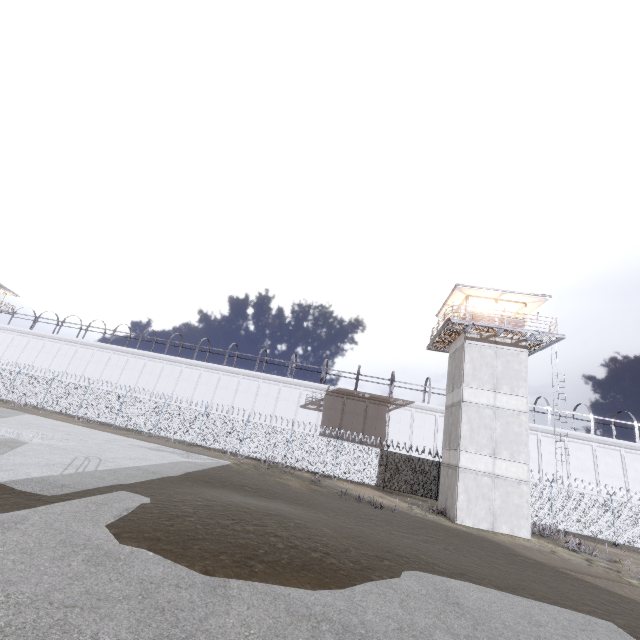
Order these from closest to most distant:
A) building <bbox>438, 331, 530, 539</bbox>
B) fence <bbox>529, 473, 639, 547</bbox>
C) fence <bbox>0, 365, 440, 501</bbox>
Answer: building <bbox>438, 331, 530, 539</bbox>, fence <bbox>529, 473, 639, 547</bbox>, fence <bbox>0, 365, 440, 501</bbox>

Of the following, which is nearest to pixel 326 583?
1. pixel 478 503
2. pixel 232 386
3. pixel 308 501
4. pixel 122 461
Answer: pixel 308 501

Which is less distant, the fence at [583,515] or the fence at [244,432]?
the fence at [583,515]

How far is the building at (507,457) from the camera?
18.5 meters

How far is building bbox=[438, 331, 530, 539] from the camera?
18.55m

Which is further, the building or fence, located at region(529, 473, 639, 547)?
fence, located at region(529, 473, 639, 547)

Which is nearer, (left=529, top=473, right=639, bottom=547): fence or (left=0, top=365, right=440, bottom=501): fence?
(left=529, top=473, right=639, bottom=547): fence
